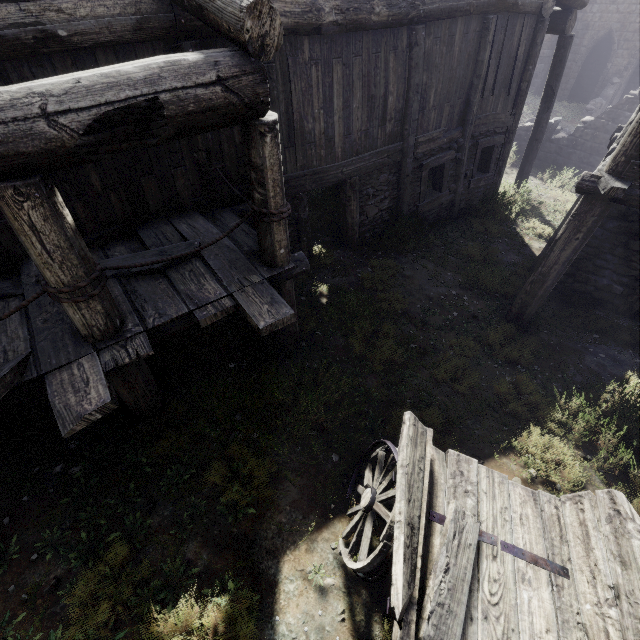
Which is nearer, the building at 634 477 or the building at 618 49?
the building at 618 49

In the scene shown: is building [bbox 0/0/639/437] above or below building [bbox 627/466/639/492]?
above

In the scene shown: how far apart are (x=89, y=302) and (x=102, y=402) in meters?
1.0 m

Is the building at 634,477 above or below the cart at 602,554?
below

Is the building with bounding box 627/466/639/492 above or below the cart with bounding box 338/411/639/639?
below

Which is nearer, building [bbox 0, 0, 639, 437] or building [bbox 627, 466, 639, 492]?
building [bbox 0, 0, 639, 437]

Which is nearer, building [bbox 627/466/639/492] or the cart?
the cart
